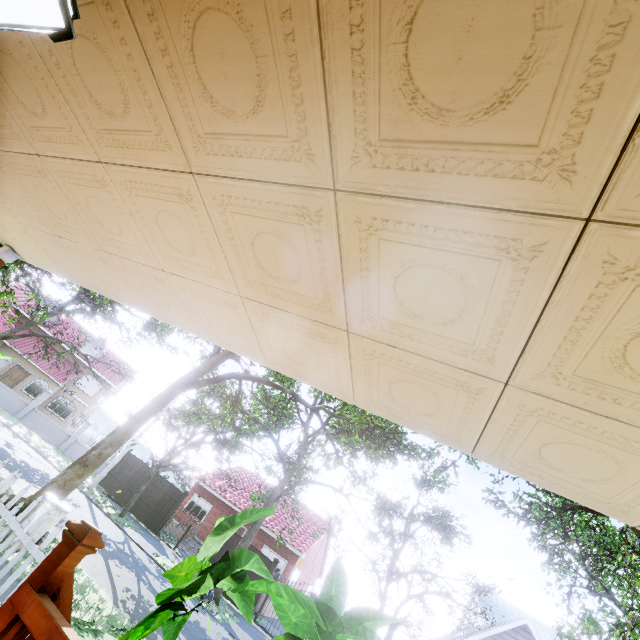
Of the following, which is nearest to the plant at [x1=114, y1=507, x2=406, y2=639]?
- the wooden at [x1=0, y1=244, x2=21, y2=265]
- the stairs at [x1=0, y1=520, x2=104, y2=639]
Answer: the stairs at [x1=0, y1=520, x2=104, y2=639]

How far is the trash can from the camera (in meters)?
6.49

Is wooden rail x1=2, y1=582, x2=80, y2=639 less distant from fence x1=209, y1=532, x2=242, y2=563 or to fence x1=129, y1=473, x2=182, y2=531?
fence x1=209, y1=532, x2=242, y2=563

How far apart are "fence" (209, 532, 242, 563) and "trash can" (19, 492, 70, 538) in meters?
13.1

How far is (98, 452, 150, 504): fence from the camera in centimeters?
2034cm

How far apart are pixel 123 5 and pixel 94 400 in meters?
40.9

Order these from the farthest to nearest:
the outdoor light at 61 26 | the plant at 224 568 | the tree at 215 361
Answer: the tree at 215 361, the plant at 224 568, the outdoor light at 61 26

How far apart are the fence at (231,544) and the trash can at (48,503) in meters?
13.1 m
